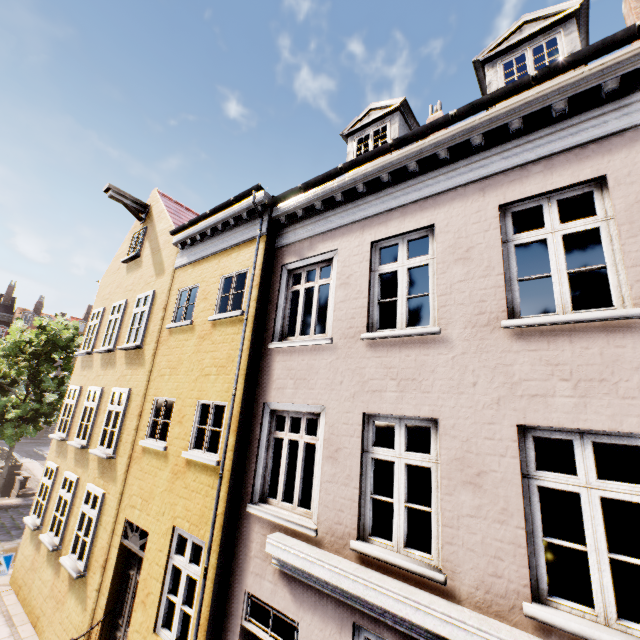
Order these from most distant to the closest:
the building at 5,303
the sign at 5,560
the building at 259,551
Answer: the building at 5,303 → the sign at 5,560 → the building at 259,551

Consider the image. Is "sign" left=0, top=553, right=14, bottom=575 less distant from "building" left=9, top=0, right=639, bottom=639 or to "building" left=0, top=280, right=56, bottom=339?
"building" left=9, top=0, right=639, bottom=639

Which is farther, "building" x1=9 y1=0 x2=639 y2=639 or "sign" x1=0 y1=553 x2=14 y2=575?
"sign" x1=0 y1=553 x2=14 y2=575

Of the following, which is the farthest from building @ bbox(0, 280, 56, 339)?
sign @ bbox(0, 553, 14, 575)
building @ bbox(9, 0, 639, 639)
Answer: sign @ bbox(0, 553, 14, 575)

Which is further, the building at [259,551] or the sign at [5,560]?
the sign at [5,560]

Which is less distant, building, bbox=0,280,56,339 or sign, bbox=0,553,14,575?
sign, bbox=0,553,14,575

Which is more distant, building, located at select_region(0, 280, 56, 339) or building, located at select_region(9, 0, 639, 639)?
building, located at select_region(0, 280, 56, 339)

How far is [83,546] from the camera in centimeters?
825cm
